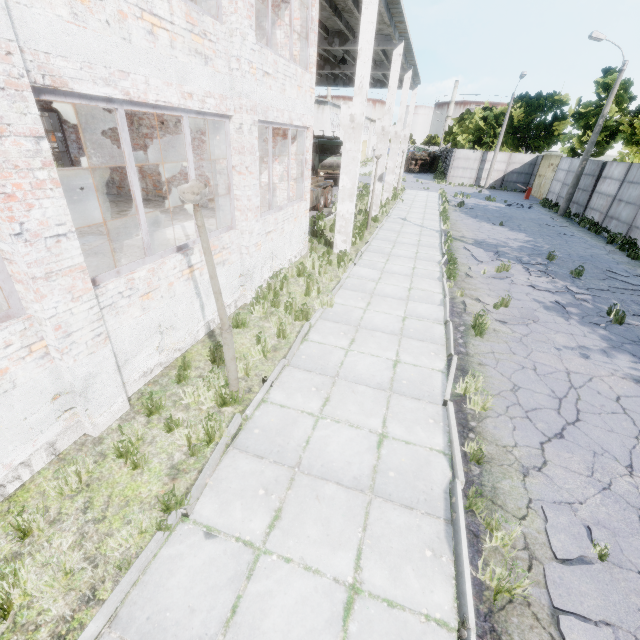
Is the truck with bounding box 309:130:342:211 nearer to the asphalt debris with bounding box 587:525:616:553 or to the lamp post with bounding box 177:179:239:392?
the lamp post with bounding box 177:179:239:392

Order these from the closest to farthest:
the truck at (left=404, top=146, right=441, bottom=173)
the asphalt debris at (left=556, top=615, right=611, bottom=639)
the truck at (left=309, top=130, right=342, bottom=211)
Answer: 1. the asphalt debris at (left=556, top=615, right=611, bottom=639)
2. the truck at (left=309, top=130, right=342, bottom=211)
3. the truck at (left=404, top=146, right=441, bottom=173)

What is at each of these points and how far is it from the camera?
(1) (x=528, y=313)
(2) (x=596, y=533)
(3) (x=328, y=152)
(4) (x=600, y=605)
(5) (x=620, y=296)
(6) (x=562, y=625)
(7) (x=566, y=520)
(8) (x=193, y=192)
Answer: (1) asphalt debris, 8.7 meters
(2) asphalt debris, 3.7 meters
(3) truck, 29.2 meters
(4) asphalt debris, 3.1 meters
(5) asphalt debris, 10.3 meters
(6) asphalt debris, 3.0 meters
(7) asphalt debris, 3.9 meters
(8) lamp post, 3.6 meters

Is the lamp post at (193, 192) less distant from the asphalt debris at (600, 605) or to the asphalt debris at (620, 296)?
the asphalt debris at (600, 605)

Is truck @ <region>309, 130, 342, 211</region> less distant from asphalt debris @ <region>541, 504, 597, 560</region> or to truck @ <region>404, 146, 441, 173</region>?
asphalt debris @ <region>541, 504, 597, 560</region>

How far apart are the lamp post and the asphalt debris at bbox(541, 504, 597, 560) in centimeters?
447cm

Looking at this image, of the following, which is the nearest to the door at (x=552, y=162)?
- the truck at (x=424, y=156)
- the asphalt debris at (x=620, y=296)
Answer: the truck at (x=424, y=156)

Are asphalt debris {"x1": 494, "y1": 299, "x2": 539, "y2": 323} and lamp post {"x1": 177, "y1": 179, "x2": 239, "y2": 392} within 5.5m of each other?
no
